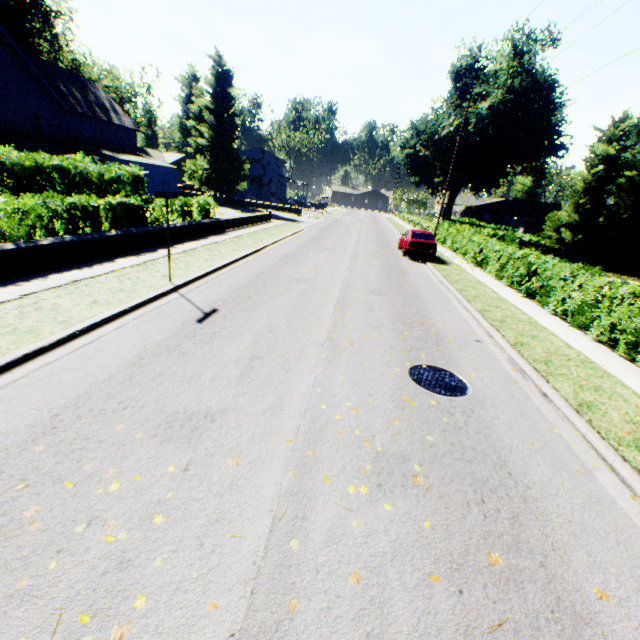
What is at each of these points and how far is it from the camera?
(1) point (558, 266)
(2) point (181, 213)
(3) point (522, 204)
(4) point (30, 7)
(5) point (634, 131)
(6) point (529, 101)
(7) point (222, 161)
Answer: (1) hedge, 11.7 meters
(2) hedge, 15.9 meters
(3) house, 41.3 meters
(4) plant, 33.2 meters
(5) plant, 35.4 meters
(6) plant, 39.8 meters
(7) plant, 39.8 meters

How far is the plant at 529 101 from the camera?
35.97m

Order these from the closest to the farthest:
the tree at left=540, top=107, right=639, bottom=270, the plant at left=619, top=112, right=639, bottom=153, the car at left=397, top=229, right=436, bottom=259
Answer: the car at left=397, top=229, right=436, bottom=259 < the tree at left=540, top=107, right=639, bottom=270 < the plant at left=619, top=112, right=639, bottom=153

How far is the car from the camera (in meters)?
18.92

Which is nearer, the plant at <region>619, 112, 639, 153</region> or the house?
the plant at <region>619, 112, 639, 153</region>

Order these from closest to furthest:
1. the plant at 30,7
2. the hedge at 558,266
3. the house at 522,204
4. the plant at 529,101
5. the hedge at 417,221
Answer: the hedge at 558,266 < the plant at 30,7 < the hedge at 417,221 < the plant at 529,101 < the house at 522,204

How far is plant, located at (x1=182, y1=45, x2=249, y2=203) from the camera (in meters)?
36.06

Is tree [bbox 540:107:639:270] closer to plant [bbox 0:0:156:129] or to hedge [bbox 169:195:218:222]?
hedge [bbox 169:195:218:222]
